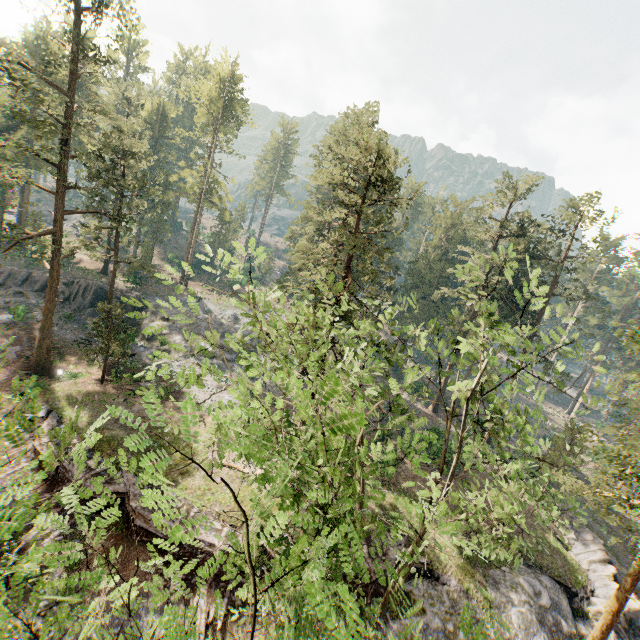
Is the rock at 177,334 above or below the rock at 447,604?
above

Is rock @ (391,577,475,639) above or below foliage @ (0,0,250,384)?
below

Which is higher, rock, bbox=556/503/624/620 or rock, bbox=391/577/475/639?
rock, bbox=556/503/624/620

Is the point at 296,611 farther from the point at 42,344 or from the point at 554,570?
the point at 42,344

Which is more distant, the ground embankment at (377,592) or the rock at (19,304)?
the rock at (19,304)

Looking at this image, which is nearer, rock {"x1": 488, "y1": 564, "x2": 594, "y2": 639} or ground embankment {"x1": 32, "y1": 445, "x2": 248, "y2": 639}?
ground embankment {"x1": 32, "y1": 445, "x2": 248, "y2": 639}

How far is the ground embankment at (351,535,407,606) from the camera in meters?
18.7
